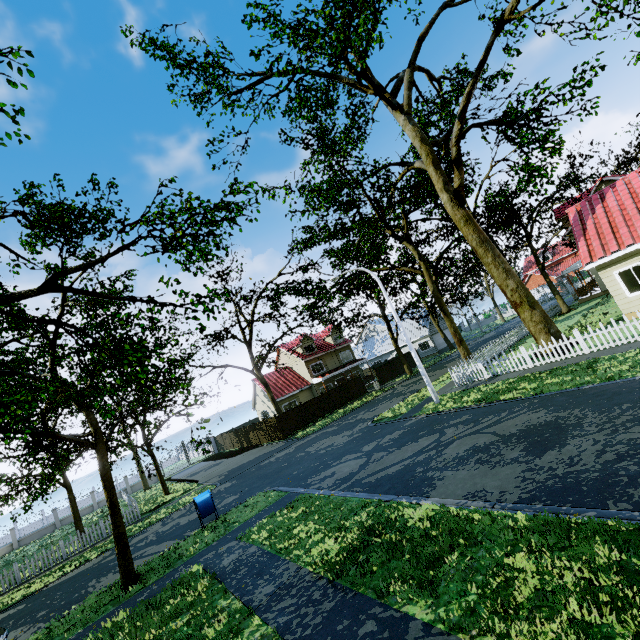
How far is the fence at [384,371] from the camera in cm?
3791

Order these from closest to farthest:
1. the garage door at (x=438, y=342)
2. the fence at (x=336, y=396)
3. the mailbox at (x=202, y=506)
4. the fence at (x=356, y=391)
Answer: the mailbox at (x=202, y=506) < the fence at (x=336, y=396) < the fence at (x=356, y=391) < the garage door at (x=438, y=342)

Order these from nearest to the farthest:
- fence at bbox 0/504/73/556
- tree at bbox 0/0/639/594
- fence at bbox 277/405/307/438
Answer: tree at bbox 0/0/639/594, fence at bbox 277/405/307/438, fence at bbox 0/504/73/556

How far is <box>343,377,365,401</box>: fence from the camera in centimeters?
3455cm

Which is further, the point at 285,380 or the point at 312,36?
the point at 285,380

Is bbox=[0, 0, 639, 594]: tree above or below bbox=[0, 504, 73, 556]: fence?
below

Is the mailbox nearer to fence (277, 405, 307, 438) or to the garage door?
fence (277, 405, 307, 438)
